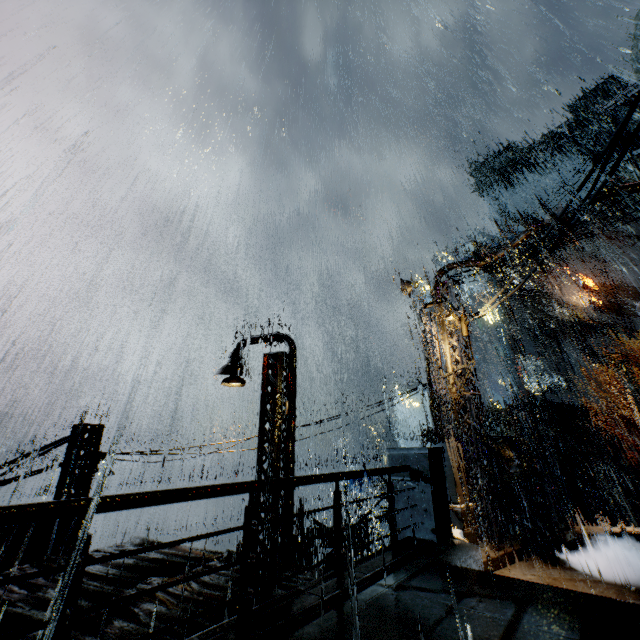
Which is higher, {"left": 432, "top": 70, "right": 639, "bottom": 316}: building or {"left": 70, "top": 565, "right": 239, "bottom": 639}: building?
{"left": 432, "top": 70, "right": 639, "bottom": 316}: building

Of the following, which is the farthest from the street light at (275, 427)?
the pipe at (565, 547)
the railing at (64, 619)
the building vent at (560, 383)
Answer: the building vent at (560, 383)

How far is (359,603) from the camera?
3.5 meters

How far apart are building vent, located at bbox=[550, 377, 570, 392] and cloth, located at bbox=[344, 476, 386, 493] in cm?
2894

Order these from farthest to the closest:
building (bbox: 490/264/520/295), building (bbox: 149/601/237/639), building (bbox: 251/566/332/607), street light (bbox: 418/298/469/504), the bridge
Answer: building (bbox: 490/264/520/295), street light (bbox: 418/298/469/504), building (bbox: 251/566/332/607), building (bbox: 149/601/237/639), the bridge

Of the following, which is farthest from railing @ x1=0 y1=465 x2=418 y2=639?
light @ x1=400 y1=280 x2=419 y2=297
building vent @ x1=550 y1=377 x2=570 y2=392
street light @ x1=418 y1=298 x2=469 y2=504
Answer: building vent @ x1=550 y1=377 x2=570 y2=392

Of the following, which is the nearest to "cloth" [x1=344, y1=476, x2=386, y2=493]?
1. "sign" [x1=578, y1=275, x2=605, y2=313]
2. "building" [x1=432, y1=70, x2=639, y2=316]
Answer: "building" [x1=432, y1=70, x2=639, y2=316]

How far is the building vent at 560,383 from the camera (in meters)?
44.88
